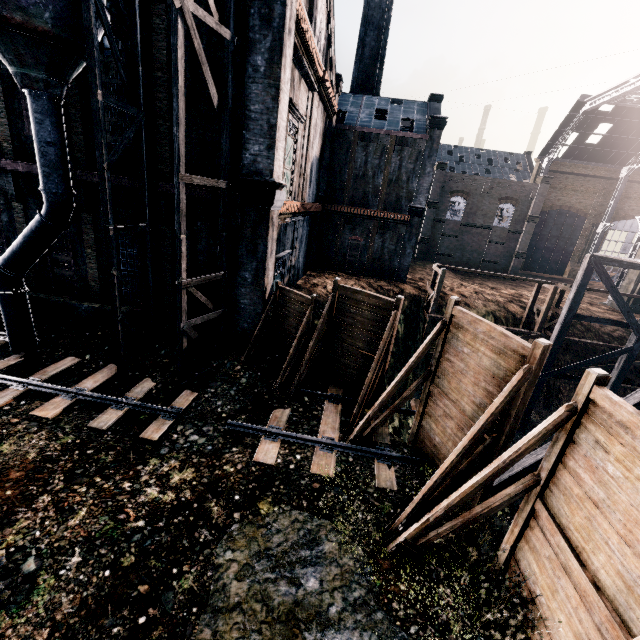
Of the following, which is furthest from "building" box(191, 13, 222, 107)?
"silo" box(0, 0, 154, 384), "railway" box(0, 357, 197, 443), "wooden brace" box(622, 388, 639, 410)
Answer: "wooden brace" box(622, 388, 639, 410)

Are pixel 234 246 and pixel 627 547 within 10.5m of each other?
no

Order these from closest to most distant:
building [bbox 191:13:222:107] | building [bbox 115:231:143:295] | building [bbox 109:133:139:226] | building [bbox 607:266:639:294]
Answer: building [bbox 191:13:222:107], building [bbox 109:133:139:226], building [bbox 115:231:143:295], building [bbox 607:266:639:294]

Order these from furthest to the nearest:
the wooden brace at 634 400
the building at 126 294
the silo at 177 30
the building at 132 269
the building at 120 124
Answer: the building at 126 294 → the building at 132 269 → the building at 120 124 → the wooden brace at 634 400 → the silo at 177 30

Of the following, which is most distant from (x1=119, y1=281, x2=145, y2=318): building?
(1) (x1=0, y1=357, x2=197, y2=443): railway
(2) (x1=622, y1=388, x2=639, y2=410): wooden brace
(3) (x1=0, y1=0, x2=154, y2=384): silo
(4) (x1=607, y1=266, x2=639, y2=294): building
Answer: (4) (x1=607, y1=266, x2=639, y2=294): building

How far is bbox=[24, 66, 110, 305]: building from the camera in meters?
13.2

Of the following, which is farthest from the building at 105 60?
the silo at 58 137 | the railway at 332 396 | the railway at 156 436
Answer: the railway at 332 396
